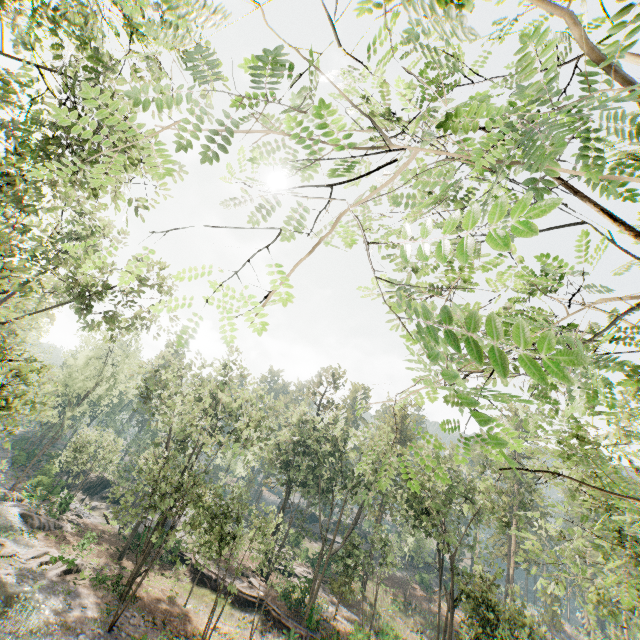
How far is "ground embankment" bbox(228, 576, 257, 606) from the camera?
29.4 meters

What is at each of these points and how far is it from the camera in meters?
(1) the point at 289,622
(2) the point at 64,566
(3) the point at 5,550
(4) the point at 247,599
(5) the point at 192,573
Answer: (1) ground embankment, 27.7
(2) foliage, 23.1
(3) foliage, 22.1
(4) ground embankment, 29.6
(5) ground embankment, 32.2

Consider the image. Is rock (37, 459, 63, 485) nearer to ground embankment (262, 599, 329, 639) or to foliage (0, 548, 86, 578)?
foliage (0, 548, 86, 578)

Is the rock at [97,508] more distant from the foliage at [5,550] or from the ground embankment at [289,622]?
the ground embankment at [289,622]

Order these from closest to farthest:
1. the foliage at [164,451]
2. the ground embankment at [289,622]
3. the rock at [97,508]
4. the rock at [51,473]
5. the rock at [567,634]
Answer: the foliage at [164,451], the ground embankment at [289,622], the rock at [51,473], the rock at [97,508], the rock at [567,634]

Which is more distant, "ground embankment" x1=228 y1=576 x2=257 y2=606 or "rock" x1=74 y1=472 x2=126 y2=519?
"rock" x1=74 y1=472 x2=126 y2=519

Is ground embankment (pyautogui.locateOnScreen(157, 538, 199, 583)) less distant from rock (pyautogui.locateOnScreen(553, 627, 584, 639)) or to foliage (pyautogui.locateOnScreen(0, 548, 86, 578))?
foliage (pyautogui.locateOnScreen(0, 548, 86, 578))
